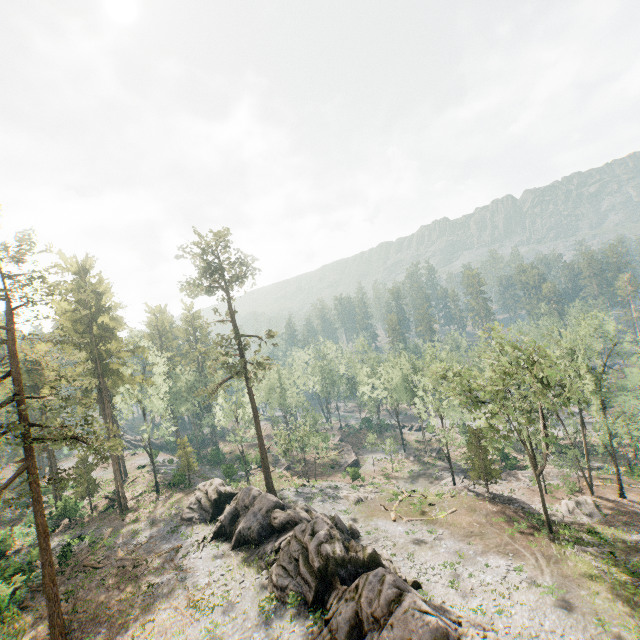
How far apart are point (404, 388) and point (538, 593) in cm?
3737

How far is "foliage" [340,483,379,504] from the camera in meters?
39.4 m

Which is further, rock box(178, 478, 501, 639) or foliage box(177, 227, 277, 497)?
foliage box(177, 227, 277, 497)

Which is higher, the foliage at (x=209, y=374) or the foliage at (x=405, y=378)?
the foliage at (x=209, y=374)

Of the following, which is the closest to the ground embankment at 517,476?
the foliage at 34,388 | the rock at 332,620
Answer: the foliage at 34,388

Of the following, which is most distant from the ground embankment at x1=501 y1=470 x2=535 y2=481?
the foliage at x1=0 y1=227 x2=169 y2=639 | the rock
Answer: the rock

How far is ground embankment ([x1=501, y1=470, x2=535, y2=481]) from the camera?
43.5 meters

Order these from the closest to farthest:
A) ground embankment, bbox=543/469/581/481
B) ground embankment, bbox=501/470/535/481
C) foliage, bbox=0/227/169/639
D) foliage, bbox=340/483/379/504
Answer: foliage, bbox=0/227/169/639
foliage, bbox=340/483/379/504
ground embankment, bbox=543/469/581/481
ground embankment, bbox=501/470/535/481
